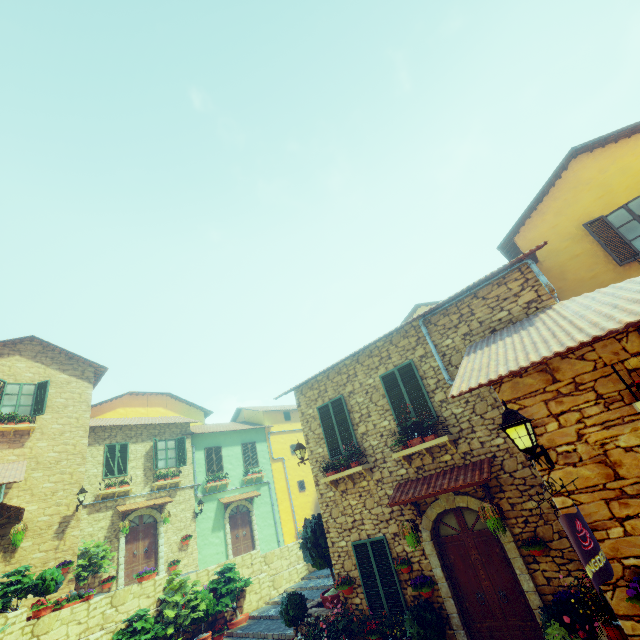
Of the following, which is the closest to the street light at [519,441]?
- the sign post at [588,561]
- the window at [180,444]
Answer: the sign post at [588,561]

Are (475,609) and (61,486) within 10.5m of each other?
no

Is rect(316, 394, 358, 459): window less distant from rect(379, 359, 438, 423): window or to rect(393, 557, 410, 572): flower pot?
rect(379, 359, 438, 423): window

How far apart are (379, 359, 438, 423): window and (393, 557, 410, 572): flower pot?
2.8m

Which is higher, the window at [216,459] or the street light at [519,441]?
the window at [216,459]

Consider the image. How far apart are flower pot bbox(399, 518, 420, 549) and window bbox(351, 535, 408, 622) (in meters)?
0.92

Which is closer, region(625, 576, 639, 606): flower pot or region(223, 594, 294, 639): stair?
region(625, 576, 639, 606): flower pot

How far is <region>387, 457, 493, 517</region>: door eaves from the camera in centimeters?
664cm
